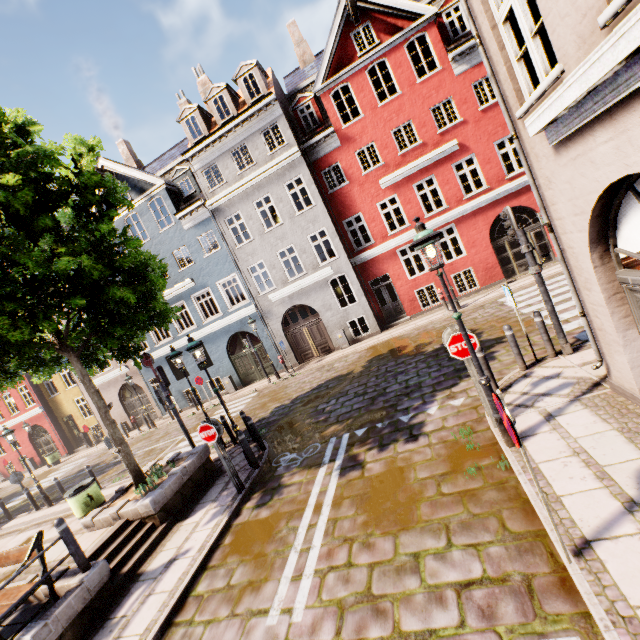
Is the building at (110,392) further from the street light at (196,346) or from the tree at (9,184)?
the street light at (196,346)

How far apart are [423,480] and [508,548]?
1.8m

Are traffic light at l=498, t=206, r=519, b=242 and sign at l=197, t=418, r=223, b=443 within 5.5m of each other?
no

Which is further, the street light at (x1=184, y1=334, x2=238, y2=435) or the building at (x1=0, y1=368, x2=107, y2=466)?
the building at (x1=0, y1=368, x2=107, y2=466)

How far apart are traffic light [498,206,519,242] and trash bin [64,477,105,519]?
12.35m

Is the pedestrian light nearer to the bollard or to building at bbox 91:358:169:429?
building at bbox 91:358:169:429

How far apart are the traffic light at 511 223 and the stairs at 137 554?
10.1 meters

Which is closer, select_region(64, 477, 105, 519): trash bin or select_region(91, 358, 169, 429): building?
select_region(64, 477, 105, 519): trash bin
